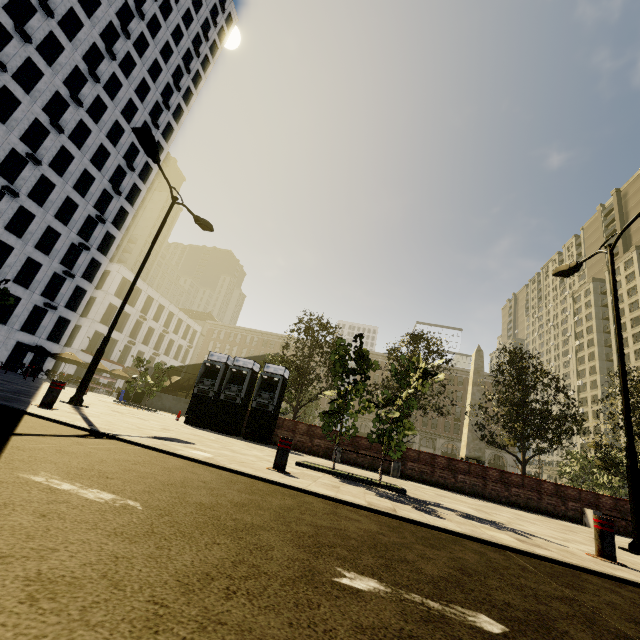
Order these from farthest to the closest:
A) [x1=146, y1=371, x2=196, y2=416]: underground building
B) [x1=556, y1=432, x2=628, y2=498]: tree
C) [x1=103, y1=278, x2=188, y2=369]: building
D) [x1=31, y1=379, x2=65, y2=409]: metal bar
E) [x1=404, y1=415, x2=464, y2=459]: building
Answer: [x1=404, y1=415, x2=464, y2=459]: building
[x1=103, y1=278, x2=188, y2=369]: building
[x1=146, y1=371, x2=196, y2=416]: underground building
[x1=556, y1=432, x2=628, y2=498]: tree
[x1=31, y1=379, x2=65, y2=409]: metal bar

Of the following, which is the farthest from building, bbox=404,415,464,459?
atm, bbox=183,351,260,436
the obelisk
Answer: the obelisk

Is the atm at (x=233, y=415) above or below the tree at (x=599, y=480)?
below

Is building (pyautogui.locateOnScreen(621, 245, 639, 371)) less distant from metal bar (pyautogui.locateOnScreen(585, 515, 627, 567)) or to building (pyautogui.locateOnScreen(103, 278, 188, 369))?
building (pyautogui.locateOnScreen(103, 278, 188, 369))

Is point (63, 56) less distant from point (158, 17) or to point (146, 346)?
point (158, 17)

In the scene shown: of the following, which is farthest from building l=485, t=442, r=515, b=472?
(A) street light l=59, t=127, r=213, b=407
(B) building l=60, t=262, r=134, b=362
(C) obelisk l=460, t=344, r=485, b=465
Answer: (C) obelisk l=460, t=344, r=485, b=465

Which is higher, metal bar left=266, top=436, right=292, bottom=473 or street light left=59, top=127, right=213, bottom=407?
street light left=59, top=127, right=213, bottom=407

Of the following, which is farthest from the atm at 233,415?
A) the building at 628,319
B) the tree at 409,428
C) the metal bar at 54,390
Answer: the building at 628,319
